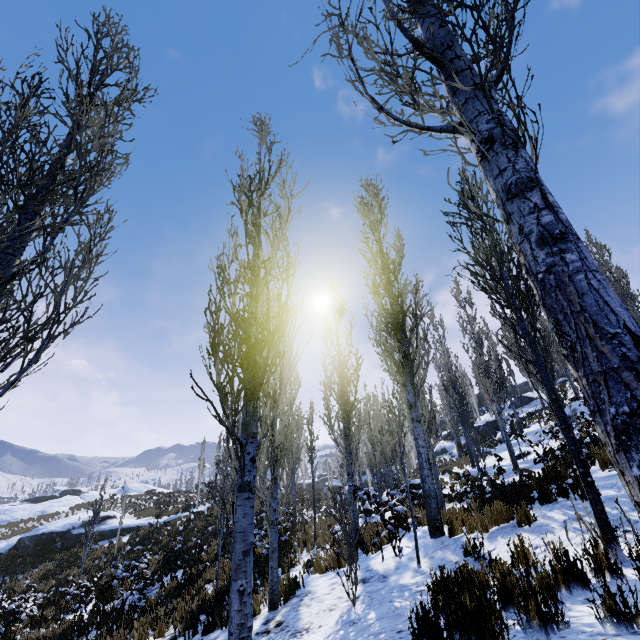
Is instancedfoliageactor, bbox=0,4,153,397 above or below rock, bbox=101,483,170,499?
above

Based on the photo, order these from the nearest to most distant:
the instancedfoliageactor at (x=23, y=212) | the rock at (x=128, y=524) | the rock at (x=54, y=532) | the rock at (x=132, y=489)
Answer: the instancedfoliageactor at (x=23, y=212)
the rock at (x=54, y=532)
the rock at (x=128, y=524)
the rock at (x=132, y=489)

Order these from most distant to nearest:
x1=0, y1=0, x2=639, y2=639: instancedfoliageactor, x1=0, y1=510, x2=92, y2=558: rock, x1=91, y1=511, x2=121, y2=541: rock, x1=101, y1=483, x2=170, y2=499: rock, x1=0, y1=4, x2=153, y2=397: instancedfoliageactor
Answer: x1=101, y1=483, x2=170, y2=499: rock
x1=91, y1=511, x2=121, y2=541: rock
x1=0, y1=510, x2=92, y2=558: rock
x1=0, y1=4, x2=153, y2=397: instancedfoliageactor
x1=0, y1=0, x2=639, y2=639: instancedfoliageactor

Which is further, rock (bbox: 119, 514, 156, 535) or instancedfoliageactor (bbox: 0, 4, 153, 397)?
rock (bbox: 119, 514, 156, 535)

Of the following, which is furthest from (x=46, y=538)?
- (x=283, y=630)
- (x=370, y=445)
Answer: → (x=283, y=630)

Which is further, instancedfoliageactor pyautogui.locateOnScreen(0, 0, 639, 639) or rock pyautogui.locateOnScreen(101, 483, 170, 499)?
rock pyautogui.locateOnScreen(101, 483, 170, 499)

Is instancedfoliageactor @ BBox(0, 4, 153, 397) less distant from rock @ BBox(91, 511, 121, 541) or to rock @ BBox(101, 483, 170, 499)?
rock @ BBox(91, 511, 121, 541)

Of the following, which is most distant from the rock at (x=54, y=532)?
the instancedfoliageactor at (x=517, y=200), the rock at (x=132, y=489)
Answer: the rock at (x=132, y=489)
